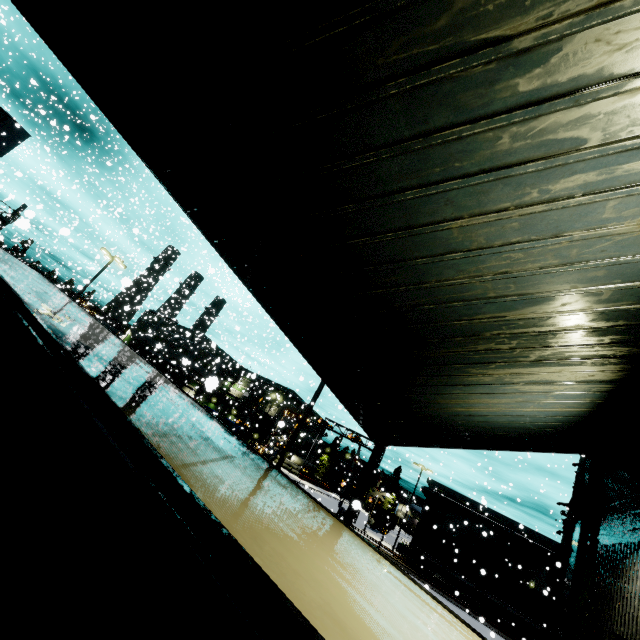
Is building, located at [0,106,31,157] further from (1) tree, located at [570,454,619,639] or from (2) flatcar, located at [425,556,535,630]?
(2) flatcar, located at [425,556,535,630]

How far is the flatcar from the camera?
27.8 meters

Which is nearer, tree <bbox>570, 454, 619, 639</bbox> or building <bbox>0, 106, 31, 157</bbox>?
tree <bbox>570, 454, 619, 639</bbox>

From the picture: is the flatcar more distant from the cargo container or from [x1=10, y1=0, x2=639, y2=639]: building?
[x1=10, y1=0, x2=639, y2=639]: building

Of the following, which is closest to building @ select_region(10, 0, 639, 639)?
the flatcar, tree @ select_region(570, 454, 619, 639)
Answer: tree @ select_region(570, 454, 619, 639)

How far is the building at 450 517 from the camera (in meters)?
35.03

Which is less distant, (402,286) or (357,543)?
(357,543)

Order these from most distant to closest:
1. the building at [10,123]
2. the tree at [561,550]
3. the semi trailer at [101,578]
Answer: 1. the building at [10,123]
2. the tree at [561,550]
3. the semi trailer at [101,578]
